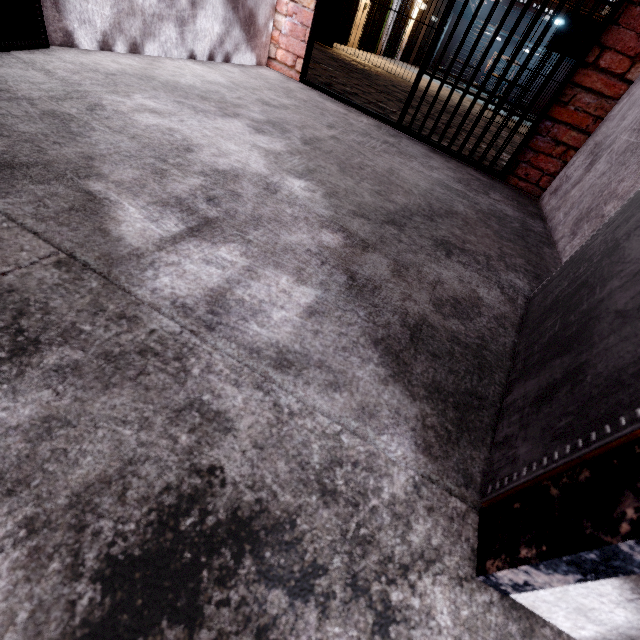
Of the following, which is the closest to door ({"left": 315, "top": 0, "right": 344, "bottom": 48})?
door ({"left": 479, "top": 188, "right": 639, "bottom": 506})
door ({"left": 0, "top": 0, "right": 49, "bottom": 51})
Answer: door ({"left": 0, "top": 0, "right": 49, "bottom": 51})

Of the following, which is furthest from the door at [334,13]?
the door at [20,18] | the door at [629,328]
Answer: the door at [629,328]

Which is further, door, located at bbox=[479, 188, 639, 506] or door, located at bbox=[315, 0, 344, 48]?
door, located at bbox=[315, 0, 344, 48]

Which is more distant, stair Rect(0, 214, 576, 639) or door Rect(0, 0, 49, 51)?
door Rect(0, 0, 49, 51)

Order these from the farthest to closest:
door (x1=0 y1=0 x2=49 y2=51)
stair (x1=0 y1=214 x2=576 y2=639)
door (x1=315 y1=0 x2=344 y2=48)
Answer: door (x1=315 y1=0 x2=344 y2=48)
door (x1=0 y1=0 x2=49 y2=51)
stair (x1=0 y1=214 x2=576 y2=639)

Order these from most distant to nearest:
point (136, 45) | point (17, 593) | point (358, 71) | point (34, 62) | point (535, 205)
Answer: point (358, 71) < point (535, 205) < point (136, 45) < point (34, 62) < point (17, 593)

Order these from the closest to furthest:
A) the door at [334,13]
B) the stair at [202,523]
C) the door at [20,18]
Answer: the stair at [202,523], the door at [20,18], the door at [334,13]

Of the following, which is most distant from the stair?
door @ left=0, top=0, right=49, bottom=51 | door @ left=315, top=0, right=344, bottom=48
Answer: door @ left=315, top=0, right=344, bottom=48
